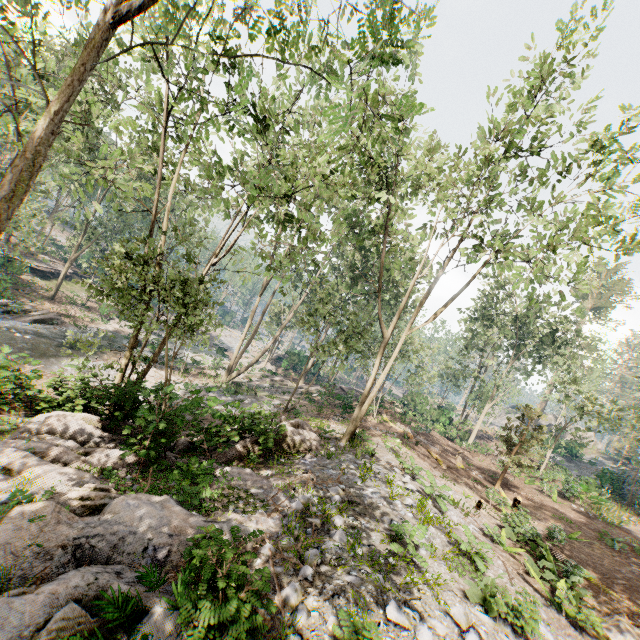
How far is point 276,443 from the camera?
13.9 meters

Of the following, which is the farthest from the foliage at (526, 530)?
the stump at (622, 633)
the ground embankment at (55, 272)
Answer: the stump at (622, 633)

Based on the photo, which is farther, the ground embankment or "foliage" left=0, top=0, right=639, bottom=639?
the ground embankment

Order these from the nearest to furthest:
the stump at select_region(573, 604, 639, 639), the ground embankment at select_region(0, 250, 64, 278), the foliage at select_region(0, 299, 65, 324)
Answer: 1. the stump at select_region(573, 604, 639, 639)
2. the foliage at select_region(0, 299, 65, 324)
3. the ground embankment at select_region(0, 250, 64, 278)

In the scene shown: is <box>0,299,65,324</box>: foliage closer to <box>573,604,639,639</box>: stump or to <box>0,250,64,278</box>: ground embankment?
<box>0,250,64,278</box>: ground embankment

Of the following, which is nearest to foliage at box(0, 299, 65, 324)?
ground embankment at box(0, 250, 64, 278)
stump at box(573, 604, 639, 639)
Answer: ground embankment at box(0, 250, 64, 278)

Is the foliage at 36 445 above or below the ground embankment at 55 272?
above
